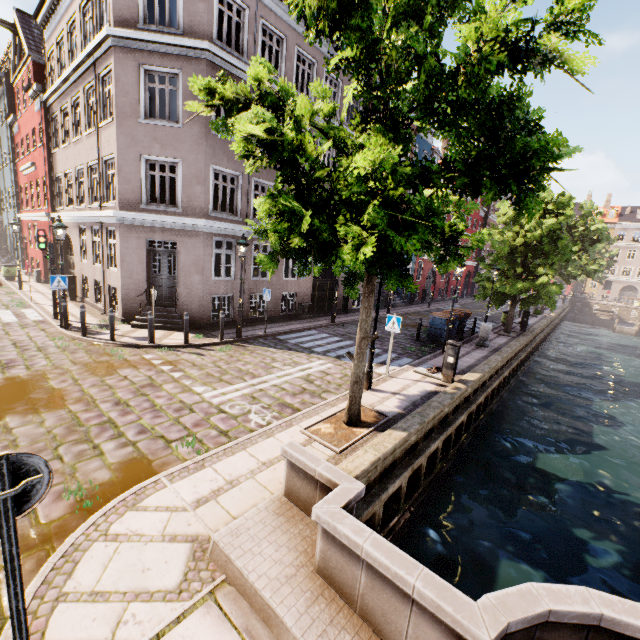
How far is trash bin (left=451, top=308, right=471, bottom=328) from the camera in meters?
15.7 m

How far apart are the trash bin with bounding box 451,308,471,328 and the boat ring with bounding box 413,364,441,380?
5.4m

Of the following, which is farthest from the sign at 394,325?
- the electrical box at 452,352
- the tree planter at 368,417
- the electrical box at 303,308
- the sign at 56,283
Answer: the sign at 56,283

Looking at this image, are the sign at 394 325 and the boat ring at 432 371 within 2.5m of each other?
yes

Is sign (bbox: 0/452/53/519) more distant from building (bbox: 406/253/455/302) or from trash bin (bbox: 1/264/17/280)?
trash bin (bbox: 1/264/17/280)

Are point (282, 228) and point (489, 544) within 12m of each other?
yes

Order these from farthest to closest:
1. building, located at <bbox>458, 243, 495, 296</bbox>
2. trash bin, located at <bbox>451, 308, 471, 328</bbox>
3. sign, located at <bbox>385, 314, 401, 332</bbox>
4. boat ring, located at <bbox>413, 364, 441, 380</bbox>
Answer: building, located at <bbox>458, 243, 495, 296</bbox> < trash bin, located at <bbox>451, 308, 471, 328</bbox> < boat ring, located at <bbox>413, 364, 441, 380</bbox> < sign, located at <bbox>385, 314, 401, 332</bbox>

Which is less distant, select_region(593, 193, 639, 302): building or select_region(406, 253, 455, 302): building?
select_region(406, 253, 455, 302): building
